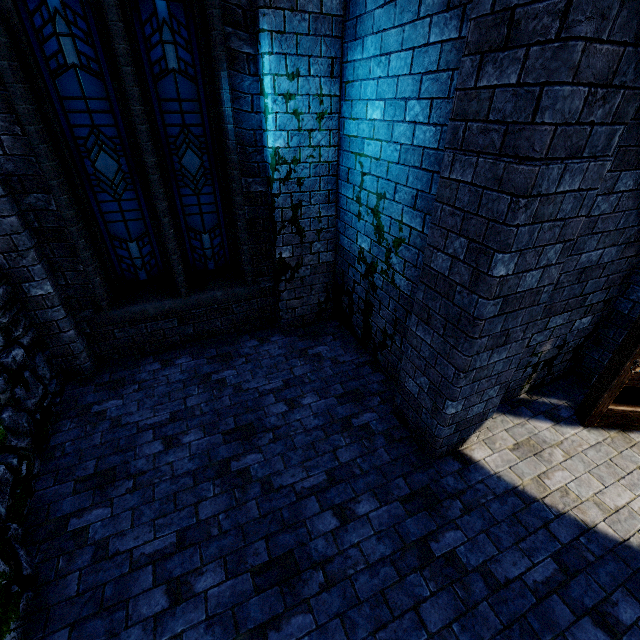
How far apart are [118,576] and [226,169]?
4.57m

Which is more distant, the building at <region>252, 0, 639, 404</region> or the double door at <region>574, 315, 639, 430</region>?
the double door at <region>574, 315, 639, 430</region>

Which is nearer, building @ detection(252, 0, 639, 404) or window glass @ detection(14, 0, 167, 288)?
building @ detection(252, 0, 639, 404)

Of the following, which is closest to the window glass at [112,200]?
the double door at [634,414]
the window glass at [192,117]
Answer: the window glass at [192,117]

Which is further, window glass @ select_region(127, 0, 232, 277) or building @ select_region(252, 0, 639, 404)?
window glass @ select_region(127, 0, 232, 277)

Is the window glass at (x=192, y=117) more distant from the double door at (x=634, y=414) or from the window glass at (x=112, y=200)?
the double door at (x=634, y=414)

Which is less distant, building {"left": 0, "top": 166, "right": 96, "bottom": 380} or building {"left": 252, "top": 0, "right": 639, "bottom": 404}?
building {"left": 252, "top": 0, "right": 639, "bottom": 404}

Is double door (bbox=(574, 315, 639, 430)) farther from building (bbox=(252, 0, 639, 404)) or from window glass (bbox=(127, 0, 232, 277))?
window glass (bbox=(127, 0, 232, 277))
